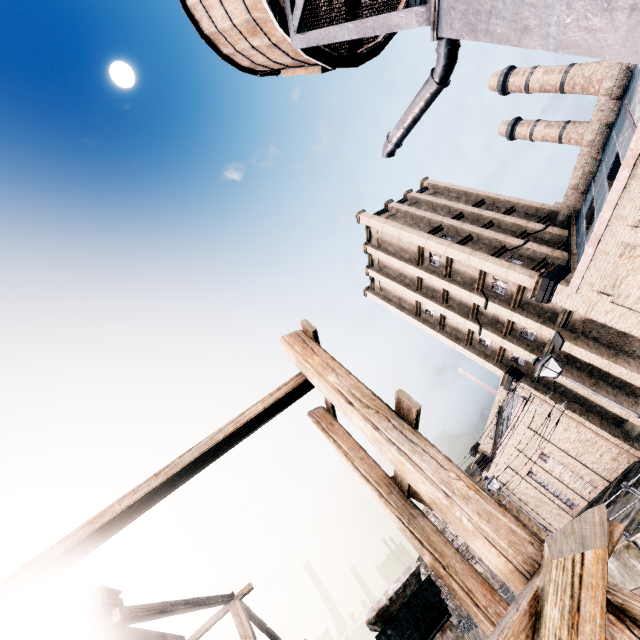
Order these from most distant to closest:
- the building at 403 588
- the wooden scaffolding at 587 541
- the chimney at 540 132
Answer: the chimney at 540 132 → the building at 403 588 → the wooden scaffolding at 587 541

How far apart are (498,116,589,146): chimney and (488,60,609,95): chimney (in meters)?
2.62

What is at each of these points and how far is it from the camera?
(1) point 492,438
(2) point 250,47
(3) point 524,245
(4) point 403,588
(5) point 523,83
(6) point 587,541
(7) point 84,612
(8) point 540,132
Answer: (1) building, 53.28m
(2) water tower, 13.91m
(3) building, 26.28m
(4) building, 6.29m
(5) chimney, 38.41m
(6) wooden scaffolding, 3.28m
(7) building, 10.98m
(8) chimney, 39.97m

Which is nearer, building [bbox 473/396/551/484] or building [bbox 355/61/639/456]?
building [bbox 355/61/639/456]

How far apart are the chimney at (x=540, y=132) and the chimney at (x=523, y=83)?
2.62m

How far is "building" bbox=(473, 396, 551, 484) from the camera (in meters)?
28.91

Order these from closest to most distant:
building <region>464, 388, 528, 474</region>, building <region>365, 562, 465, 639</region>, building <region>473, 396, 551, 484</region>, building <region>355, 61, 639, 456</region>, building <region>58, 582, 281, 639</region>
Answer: building <region>365, 562, 465, 639</region>
building <region>58, 582, 281, 639</region>
building <region>355, 61, 639, 456</region>
building <region>473, 396, 551, 484</region>
building <region>464, 388, 528, 474</region>
